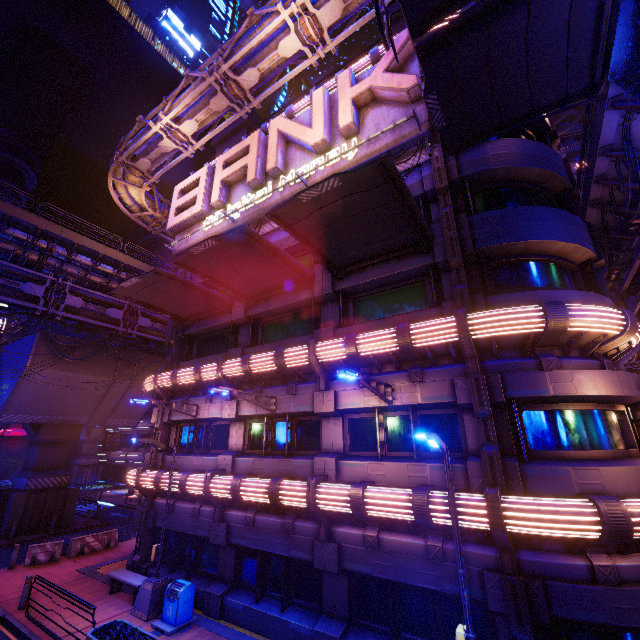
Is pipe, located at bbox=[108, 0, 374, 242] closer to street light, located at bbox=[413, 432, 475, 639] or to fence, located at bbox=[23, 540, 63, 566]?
fence, located at bbox=[23, 540, 63, 566]

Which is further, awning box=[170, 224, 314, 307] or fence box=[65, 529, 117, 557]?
fence box=[65, 529, 117, 557]

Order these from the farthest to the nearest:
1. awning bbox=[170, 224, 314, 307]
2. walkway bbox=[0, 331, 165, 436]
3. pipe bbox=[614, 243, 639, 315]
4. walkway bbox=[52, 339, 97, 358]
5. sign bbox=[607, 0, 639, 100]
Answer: walkway bbox=[52, 339, 97, 358] < walkway bbox=[0, 331, 165, 436] < pipe bbox=[614, 243, 639, 315] < awning bbox=[170, 224, 314, 307] < sign bbox=[607, 0, 639, 100]

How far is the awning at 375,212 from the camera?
8.77m

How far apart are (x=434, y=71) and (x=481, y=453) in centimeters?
1053cm

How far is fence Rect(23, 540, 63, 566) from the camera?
16.75m

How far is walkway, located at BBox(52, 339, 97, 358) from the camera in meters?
23.8

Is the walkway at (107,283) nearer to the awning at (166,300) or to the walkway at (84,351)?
the walkway at (84,351)
